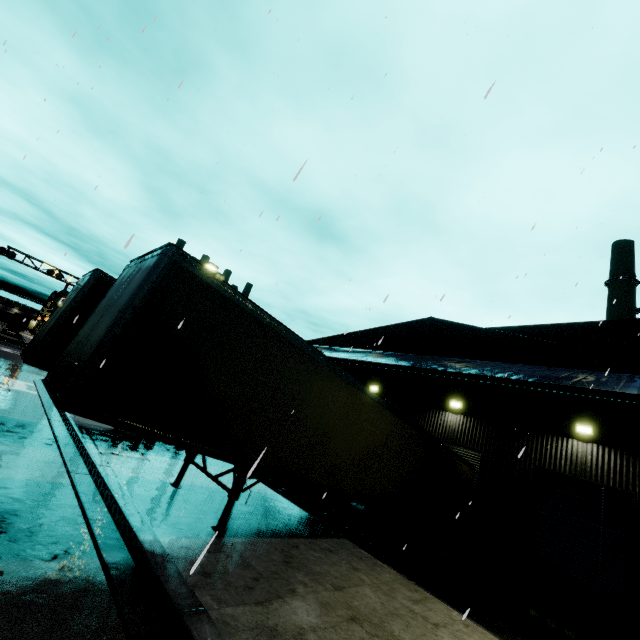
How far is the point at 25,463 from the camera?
6.75m

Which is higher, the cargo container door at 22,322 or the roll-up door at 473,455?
the roll-up door at 473,455

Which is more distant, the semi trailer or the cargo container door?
the cargo container door

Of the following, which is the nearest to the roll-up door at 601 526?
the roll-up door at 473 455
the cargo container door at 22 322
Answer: the roll-up door at 473 455

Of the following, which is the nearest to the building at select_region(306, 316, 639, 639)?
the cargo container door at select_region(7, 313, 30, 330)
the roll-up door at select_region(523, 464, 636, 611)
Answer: the roll-up door at select_region(523, 464, 636, 611)

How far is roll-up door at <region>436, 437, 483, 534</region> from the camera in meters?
13.9

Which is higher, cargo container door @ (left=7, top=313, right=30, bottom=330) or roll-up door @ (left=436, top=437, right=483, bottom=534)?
roll-up door @ (left=436, top=437, right=483, bottom=534)

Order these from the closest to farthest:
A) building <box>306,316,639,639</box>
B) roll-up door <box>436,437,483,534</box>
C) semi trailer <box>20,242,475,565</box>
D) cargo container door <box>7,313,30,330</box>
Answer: semi trailer <box>20,242,475,565</box>, building <box>306,316,639,639</box>, roll-up door <box>436,437,483,534</box>, cargo container door <box>7,313,30,330</box>
